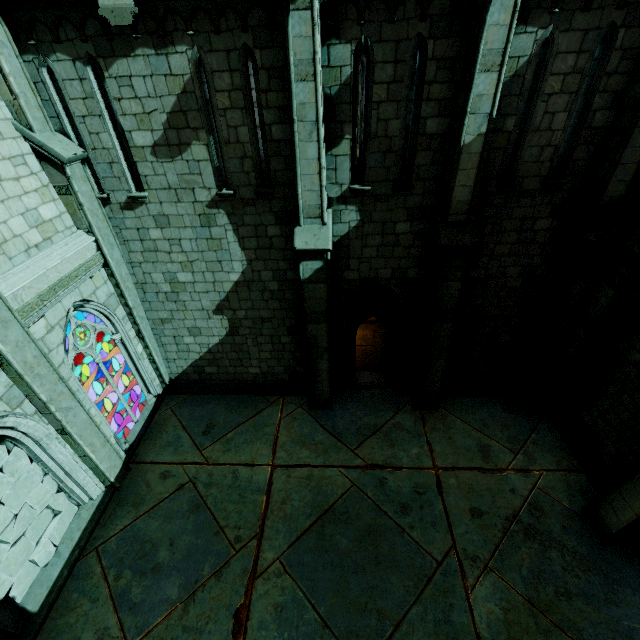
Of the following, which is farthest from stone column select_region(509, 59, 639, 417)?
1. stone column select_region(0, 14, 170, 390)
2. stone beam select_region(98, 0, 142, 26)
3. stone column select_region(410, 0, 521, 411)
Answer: stone column select_region(0, 14, 170, 390)

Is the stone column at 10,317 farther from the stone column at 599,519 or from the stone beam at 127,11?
the stone column at 599,519

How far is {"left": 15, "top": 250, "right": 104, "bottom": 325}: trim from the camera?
5.9 meters

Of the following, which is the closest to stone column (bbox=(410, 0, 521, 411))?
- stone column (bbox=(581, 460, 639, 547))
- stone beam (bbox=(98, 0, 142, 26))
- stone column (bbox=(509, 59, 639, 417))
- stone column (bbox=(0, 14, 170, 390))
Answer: stone column (bbox=(509, 59, 639, 417))

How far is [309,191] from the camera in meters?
6.9 m

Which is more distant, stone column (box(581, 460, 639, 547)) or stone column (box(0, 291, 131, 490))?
stone column (box(581, 460, 639, 547))

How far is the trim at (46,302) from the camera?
5.93m

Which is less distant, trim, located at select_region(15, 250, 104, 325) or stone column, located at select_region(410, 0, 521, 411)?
stone column, located at select_region(410, 0, 521, 411)
